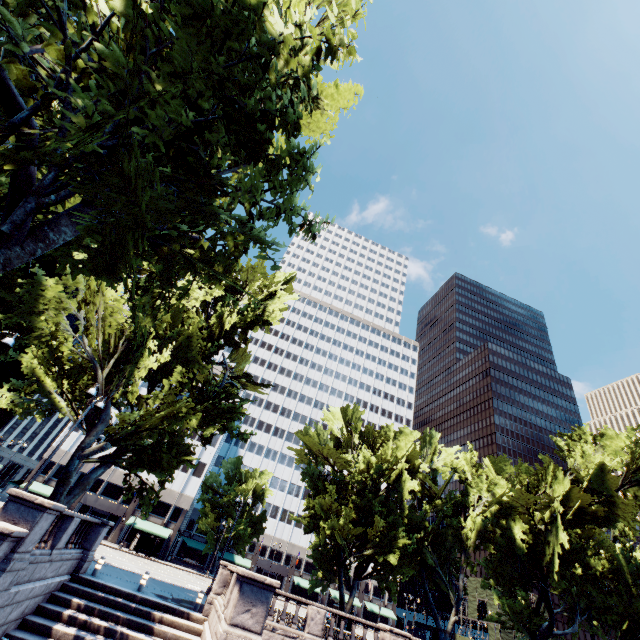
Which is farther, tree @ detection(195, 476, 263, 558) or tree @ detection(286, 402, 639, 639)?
tree @ detection(195, 476, 263, 558)

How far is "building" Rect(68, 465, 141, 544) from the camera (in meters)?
49.31

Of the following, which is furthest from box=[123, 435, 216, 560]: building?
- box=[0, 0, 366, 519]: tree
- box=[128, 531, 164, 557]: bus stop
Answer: box=[128, 531, 164, 557]: bus stop

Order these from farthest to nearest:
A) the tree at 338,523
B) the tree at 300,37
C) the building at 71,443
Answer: the building at 71,443 < the tree at 338,523 < the tree at 300,37

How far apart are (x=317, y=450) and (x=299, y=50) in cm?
2721

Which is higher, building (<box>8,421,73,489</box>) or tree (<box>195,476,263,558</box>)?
tree (<box>195,476,263,558</box>)

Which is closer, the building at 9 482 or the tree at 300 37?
the tree at 300 37
